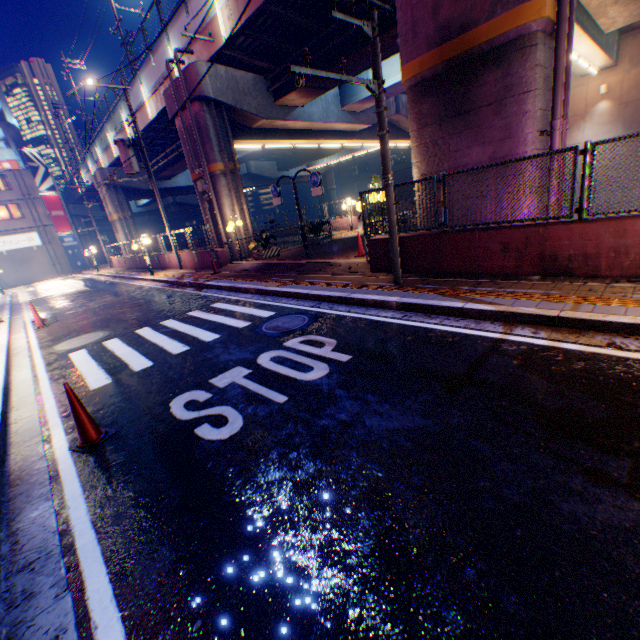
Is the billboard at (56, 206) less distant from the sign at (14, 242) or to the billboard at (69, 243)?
the billboard at (69, 243)

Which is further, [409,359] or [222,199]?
[222,199]

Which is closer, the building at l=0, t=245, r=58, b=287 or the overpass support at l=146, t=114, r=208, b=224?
the overpass support at l=146, t=114, r=208, b=224

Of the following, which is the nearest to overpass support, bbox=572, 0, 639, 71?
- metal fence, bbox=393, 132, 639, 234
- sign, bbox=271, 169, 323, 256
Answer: metal fence, bbox=393, 132, 639, 234

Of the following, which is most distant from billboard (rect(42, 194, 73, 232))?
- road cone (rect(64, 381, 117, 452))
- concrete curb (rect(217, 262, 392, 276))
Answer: road cone (rect(64, 381, 117, 452))

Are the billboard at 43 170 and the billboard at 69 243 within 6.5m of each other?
yes

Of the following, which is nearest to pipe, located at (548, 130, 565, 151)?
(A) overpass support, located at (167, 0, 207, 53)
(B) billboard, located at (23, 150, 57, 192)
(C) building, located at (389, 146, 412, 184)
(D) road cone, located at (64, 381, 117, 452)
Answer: (A) overpass support, located at (167, 0, 207, 53)

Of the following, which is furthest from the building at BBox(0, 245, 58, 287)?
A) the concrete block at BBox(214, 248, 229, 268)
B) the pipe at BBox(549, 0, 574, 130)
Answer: the pipe at BBox(549, 0, 574, 130)
